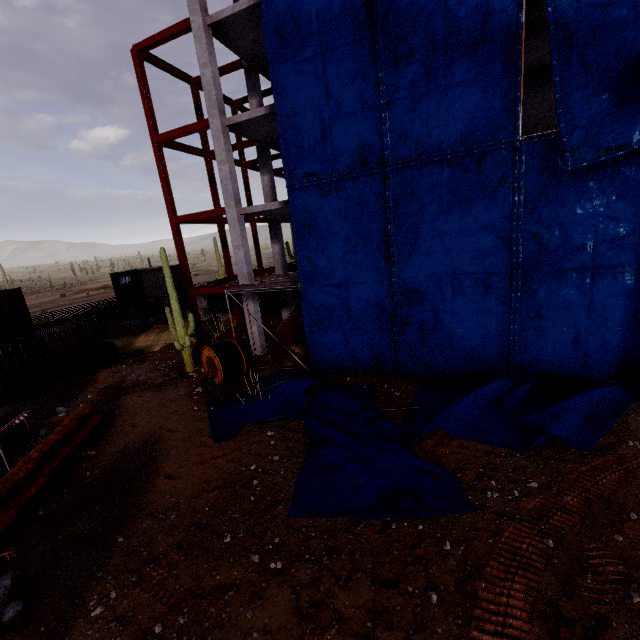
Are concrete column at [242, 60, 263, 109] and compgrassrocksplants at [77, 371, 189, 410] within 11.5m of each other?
no

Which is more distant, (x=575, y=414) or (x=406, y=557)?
(x=575, y=414)

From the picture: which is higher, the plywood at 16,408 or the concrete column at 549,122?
the concrete column at 549,122

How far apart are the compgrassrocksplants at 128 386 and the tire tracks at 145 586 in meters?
9.7 m

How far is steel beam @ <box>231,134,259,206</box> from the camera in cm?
1908

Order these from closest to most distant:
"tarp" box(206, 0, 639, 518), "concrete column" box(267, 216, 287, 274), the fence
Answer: "tarp" box(206, 0, 639, 518)
"concrete column" box(267, 216, 287, 274)
the fence

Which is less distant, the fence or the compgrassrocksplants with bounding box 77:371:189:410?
the compgrassrocksplants with bounding box 77:371:189:410

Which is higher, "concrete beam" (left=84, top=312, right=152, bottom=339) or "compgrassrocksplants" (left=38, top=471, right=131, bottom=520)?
"concrete beam" (left=84, top=312, right=152, bottom=339)
